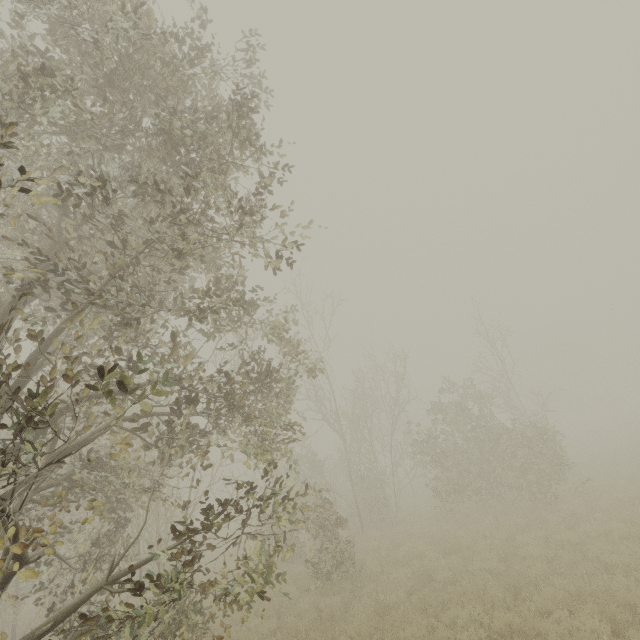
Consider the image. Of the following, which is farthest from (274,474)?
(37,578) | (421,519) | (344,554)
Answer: (37,578)
